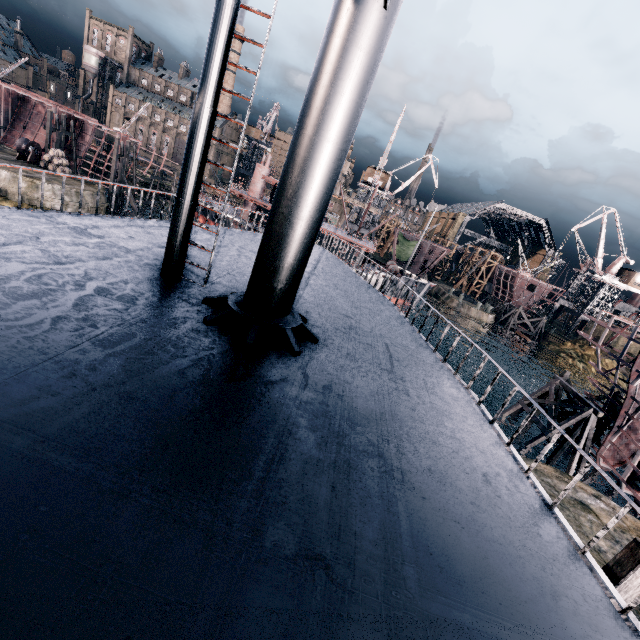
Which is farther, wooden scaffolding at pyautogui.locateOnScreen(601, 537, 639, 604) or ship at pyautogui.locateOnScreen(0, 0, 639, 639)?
wooden scaffolding at pyautogui.locateOnScreen(601, 537, 639, 604)

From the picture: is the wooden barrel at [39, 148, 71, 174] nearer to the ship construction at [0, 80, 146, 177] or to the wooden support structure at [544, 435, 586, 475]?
the ship construction at [0, 80, 146, 177]

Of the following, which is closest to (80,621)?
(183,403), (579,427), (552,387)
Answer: (183,403)

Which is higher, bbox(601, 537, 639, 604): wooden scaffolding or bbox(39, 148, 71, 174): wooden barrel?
bbox(601, 537, 639, 604): wooden scaffolding

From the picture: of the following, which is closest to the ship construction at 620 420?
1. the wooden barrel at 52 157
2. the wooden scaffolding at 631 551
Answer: the wooden scaffolding at 631 551

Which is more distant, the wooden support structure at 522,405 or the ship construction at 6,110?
the ship construction at 6,110

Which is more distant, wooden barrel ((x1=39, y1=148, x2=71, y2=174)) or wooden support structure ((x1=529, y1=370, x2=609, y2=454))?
wooden barrel ((x1=39, y1=148, x2=71, y2=174))

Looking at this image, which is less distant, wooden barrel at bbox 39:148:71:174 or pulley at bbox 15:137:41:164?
pulley at bbox 15:137:41:164
